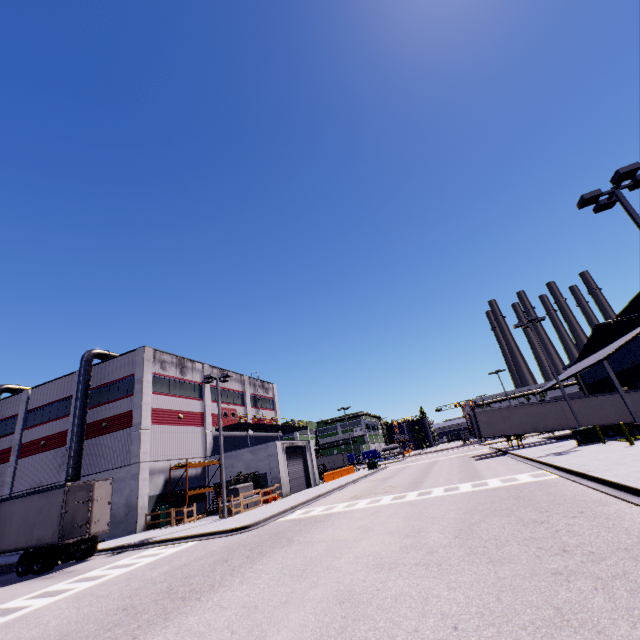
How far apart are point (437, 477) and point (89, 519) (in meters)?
21.85

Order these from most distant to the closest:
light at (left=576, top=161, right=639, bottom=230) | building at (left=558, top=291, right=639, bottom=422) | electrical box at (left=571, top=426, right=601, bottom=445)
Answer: building at (left=558, top=291, right=639, bottom=422), electrical box at (left=571, top=426, right=601, bottom=445), light at (left=576, top=161, right=639, bottom=230)

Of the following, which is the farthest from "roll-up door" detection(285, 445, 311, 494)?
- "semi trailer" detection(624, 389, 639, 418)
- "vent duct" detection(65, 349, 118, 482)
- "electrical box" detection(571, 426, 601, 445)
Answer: "electrical box" detection(571, 426, 601, 445)

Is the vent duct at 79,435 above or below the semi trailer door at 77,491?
above

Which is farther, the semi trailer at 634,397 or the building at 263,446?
the building at 263,446

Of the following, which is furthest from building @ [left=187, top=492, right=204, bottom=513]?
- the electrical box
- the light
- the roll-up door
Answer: the light

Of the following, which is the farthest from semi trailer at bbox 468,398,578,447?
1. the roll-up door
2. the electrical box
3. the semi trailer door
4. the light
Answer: the light

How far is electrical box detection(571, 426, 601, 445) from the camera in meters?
21.9 m
